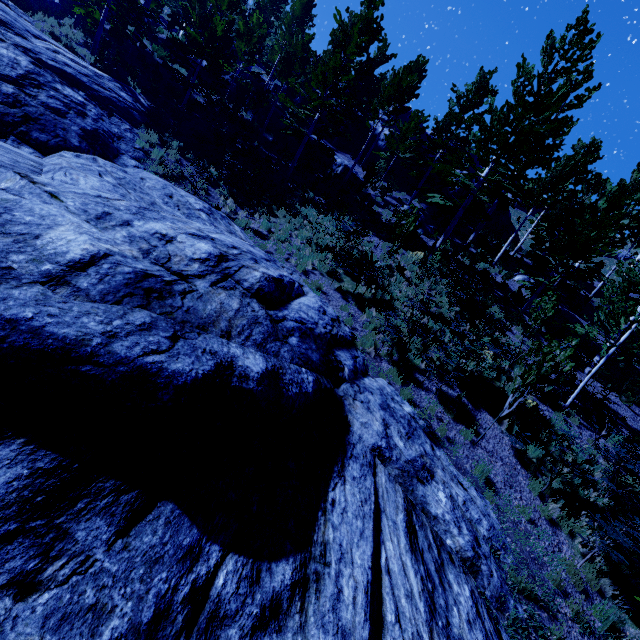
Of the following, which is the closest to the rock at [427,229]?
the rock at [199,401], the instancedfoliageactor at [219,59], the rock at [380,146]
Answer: the instancedfoliageactor at [219,59]

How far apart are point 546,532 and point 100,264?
9.8 meters

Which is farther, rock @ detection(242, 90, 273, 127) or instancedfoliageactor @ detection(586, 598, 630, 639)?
rock @ detection(242, 90, 273, 127)

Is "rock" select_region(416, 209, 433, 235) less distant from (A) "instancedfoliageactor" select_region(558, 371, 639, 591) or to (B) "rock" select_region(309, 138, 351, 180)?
(A) "instancedfoliageactor" select_region(558, 371, 639, 591)

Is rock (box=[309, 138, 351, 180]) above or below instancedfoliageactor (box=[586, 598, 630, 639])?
above

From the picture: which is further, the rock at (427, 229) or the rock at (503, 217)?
the rock at (503, 217)

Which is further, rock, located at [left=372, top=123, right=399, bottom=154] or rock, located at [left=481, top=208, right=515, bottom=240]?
rock, located at [left=372, top=123, right=399, bottom=154]

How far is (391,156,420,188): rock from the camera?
28.0 meters
